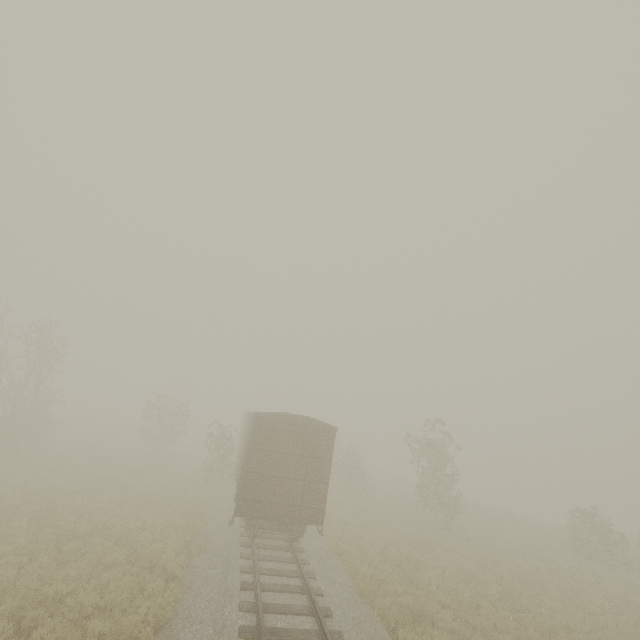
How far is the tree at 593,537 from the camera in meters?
19.0

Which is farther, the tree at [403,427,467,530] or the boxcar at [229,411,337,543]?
the tree at [403,427,467,530]

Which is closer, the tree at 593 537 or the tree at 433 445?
the tree at 593 537

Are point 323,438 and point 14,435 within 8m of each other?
no

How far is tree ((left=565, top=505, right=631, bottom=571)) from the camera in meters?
19.0

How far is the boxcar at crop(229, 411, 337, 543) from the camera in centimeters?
1207cm

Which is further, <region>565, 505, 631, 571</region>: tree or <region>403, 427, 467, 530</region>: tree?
<region>403, 427, 467, 530</region>: tree
